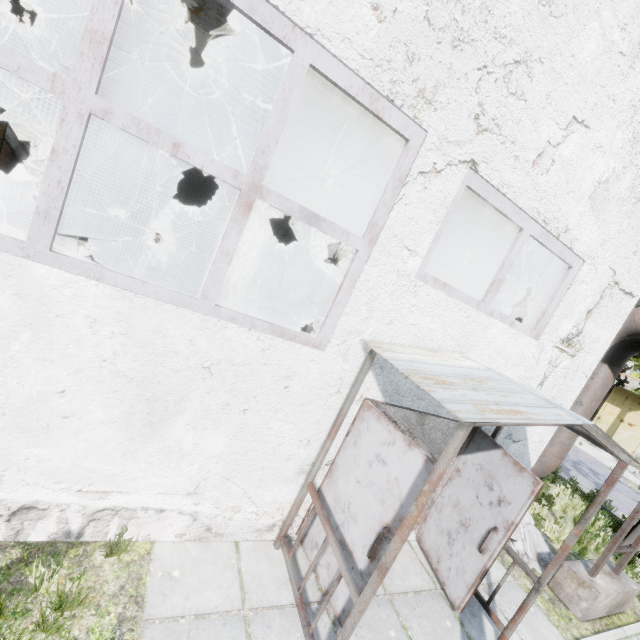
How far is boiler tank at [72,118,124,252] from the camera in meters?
10.2 m

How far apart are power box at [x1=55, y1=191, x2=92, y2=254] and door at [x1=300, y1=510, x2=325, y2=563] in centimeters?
818cm

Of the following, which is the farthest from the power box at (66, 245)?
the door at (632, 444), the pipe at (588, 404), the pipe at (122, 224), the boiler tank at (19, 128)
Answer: the door at (632, 444)

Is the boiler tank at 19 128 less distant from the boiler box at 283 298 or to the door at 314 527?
the boiler box at 283 298

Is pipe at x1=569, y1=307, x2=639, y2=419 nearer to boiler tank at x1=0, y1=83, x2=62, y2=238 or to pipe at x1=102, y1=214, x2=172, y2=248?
pipe at x1=102, y1=214, x2=172, y2=248

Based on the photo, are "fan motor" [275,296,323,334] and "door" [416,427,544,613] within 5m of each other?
no

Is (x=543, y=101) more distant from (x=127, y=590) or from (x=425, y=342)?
(x=127, y=590)

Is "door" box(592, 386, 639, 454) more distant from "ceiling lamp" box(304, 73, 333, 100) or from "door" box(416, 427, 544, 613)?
"ceiling lamp" box(304, 73, 333, 100)
